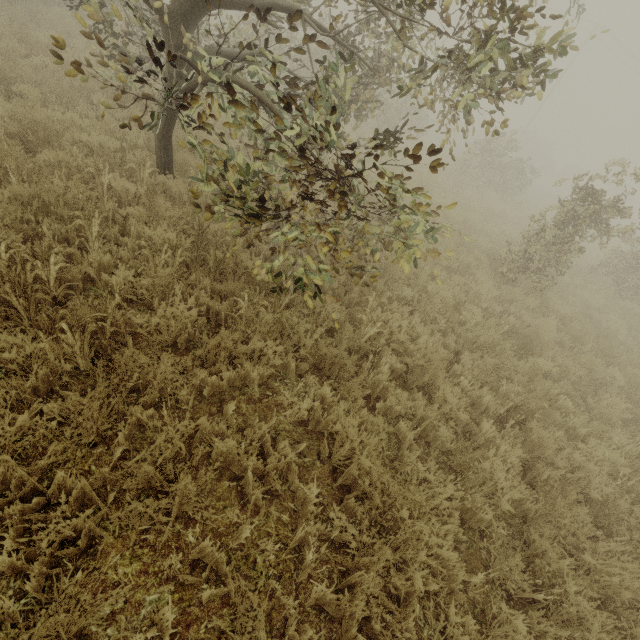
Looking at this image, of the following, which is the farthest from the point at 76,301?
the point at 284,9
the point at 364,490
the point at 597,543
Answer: the point at 597,543

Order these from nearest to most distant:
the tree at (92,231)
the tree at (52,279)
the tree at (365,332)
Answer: the tree at (52,279)
the tree at (92,231)
the tree at (365,332)

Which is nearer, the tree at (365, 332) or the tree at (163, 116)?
the tree at (163, 116)

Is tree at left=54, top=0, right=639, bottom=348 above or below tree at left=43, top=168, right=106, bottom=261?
above

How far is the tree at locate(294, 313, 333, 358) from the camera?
3.8 meters

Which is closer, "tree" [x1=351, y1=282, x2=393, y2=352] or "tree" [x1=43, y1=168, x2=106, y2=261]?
"tree" [x1=43, y1=168, x2=106, y2=261]

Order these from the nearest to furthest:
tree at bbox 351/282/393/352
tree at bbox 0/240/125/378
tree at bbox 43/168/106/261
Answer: tree at bbox 0/240/125/378
tree at bbox 43/168/106/261
tree at bbox 351/282/393/352
